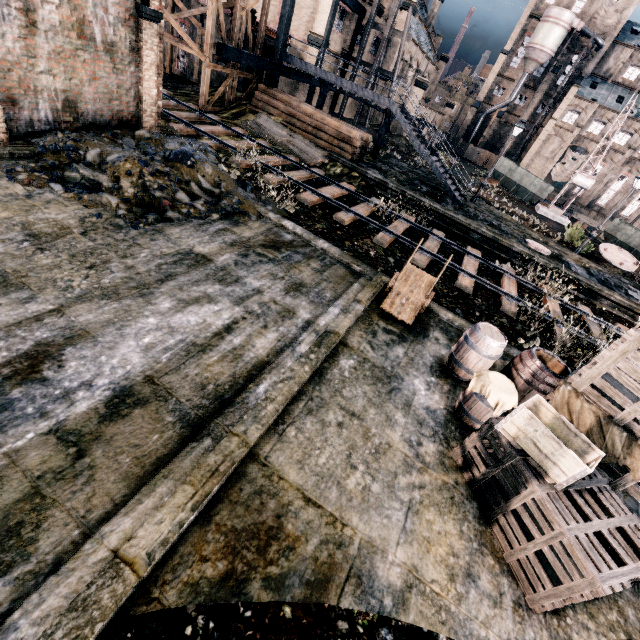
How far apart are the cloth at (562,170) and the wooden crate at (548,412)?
74.2m

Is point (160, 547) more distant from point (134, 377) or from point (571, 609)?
point (571, 609)

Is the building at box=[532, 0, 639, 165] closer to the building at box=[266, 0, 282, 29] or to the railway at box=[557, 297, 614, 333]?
the building at box=[266, 0, 282, 29]

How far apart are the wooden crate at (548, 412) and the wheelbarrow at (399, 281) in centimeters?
371cm

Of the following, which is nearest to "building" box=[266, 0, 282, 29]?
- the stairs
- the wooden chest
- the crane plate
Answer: the stairs

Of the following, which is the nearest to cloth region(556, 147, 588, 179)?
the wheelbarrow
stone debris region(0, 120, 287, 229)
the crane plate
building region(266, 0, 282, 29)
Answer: building region(266, 0, 282, 29)

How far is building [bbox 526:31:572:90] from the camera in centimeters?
5571cm

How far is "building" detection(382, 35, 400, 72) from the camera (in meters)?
35.72
